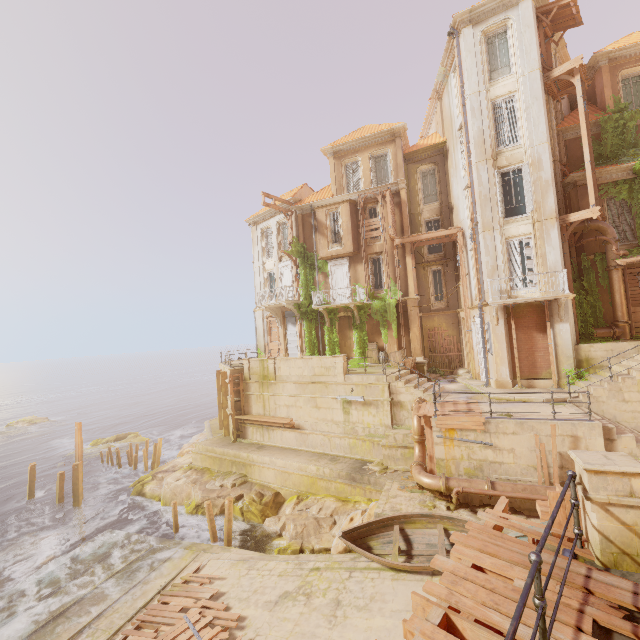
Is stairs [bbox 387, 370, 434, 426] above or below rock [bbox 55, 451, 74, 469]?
above

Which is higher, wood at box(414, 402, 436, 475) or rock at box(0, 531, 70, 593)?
wood at box(414, 402, 436, 475)

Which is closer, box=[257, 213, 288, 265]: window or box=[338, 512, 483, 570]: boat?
box=[338, 512, 483, 570]: boat

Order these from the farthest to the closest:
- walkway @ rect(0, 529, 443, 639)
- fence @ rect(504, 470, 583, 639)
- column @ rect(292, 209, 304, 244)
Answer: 1. column @ rect(292, 209, 304, 244)
2. walkway @ rect(0, 529, 443, 639)
3. fence @ rect(504, 470, 583, 639)

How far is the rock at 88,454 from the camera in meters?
30.1 m

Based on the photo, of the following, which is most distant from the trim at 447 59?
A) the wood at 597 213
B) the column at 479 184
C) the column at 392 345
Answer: the column at 392 345

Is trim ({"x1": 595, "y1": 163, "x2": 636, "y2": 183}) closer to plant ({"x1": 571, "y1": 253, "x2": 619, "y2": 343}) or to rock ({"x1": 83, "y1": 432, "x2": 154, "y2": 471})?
plant ({"x1": 571, "y1": 253, "x2": 619, "y2": 343})

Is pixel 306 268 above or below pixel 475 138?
below
